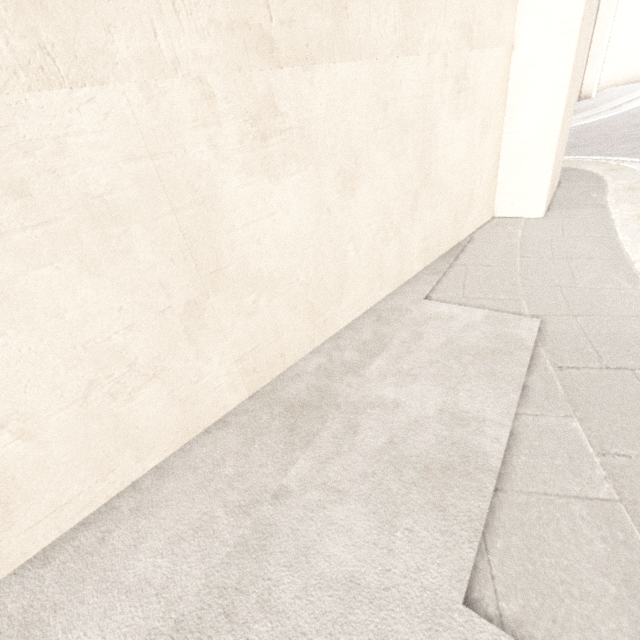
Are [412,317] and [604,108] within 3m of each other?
no
